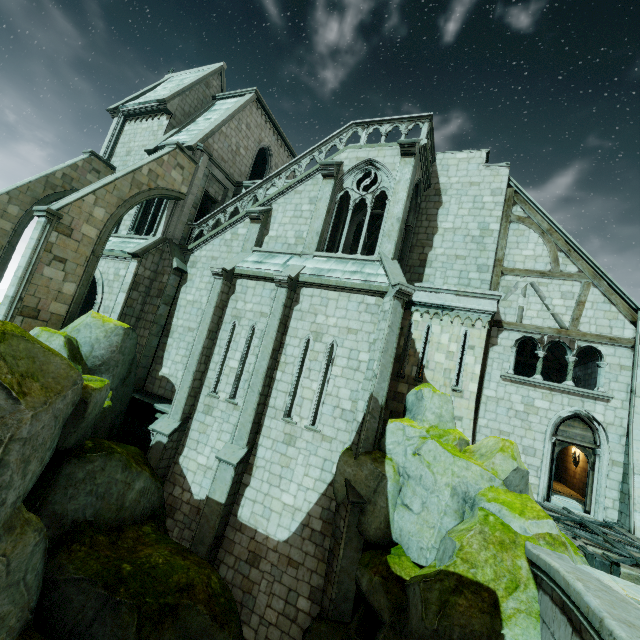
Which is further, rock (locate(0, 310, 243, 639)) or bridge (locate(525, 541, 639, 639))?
rock (locate(0, 310, 243, 639))

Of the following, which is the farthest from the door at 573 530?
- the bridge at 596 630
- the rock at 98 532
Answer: the bridge at 596 630

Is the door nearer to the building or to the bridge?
the building

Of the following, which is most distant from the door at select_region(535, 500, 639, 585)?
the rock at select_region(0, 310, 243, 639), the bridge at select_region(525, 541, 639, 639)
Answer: the bridge at select_region(525, 541, 639, 639)

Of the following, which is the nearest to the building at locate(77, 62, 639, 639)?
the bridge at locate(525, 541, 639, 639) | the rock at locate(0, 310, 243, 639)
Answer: the rock at locate(0, 310, 243, 639)

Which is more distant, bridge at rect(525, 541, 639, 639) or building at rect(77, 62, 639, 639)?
building at rect(77, 62, 639, 639)

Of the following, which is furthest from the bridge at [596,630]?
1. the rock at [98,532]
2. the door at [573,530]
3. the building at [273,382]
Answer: the building at [273,382]

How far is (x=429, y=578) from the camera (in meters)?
5.81
